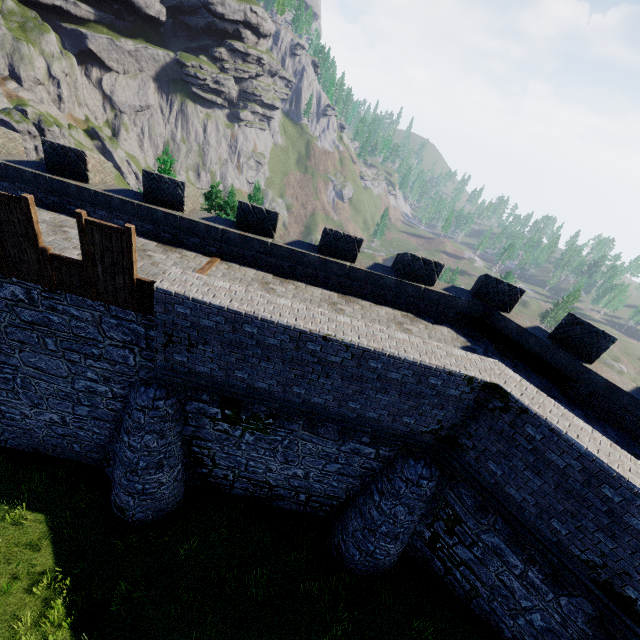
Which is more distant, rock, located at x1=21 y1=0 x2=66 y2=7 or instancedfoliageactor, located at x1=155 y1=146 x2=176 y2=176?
rock, located at x1=21 y1=0 x2=66 y2=7

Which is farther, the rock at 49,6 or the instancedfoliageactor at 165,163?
the rock at 49,6

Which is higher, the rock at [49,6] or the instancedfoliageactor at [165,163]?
the rock at [49,6]

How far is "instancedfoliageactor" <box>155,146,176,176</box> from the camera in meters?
17.0

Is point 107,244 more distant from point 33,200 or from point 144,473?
point 144,473

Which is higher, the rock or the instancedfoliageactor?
the rock
